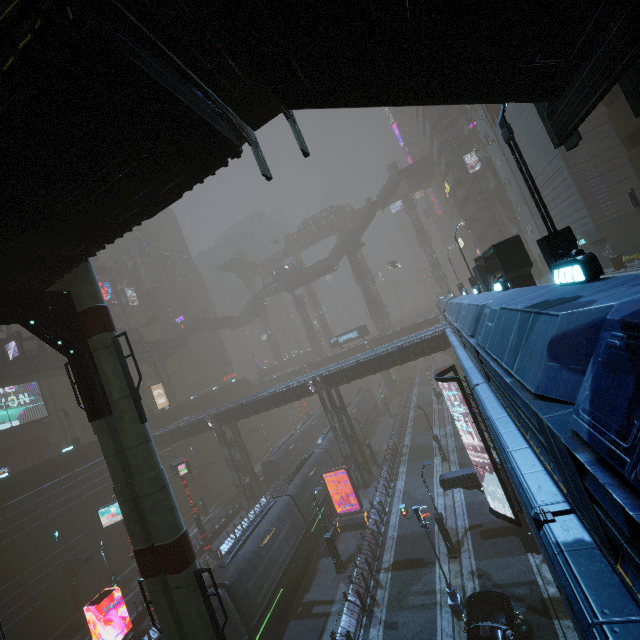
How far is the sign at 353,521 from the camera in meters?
25.2

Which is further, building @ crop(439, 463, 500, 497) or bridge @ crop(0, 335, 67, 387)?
bridge @ crop(0, 335, 67, 387)

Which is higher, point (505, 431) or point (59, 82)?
point (59, 82)

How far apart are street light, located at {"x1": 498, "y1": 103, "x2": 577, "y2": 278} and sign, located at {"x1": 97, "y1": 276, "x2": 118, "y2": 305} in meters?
59.8 m

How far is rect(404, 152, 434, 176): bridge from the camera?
58.0 meters

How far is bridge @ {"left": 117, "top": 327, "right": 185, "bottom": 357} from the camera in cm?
4641

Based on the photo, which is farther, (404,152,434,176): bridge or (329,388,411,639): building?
(404,152,434,176): bridge

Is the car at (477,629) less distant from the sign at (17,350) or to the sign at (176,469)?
the sign at (176,469)
